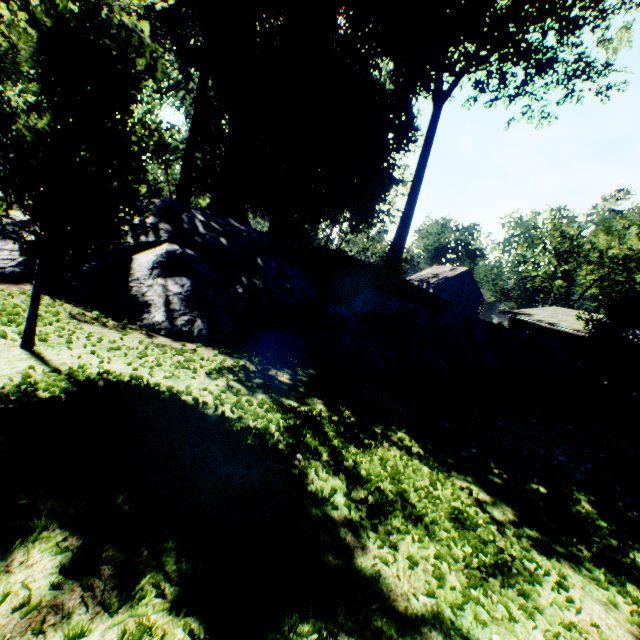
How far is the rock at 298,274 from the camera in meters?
7.2 m

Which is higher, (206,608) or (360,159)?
(360,159)

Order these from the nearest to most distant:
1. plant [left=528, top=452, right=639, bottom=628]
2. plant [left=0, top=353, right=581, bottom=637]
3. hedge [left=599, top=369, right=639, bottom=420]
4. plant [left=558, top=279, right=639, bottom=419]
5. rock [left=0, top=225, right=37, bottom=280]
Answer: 1. plant [left=0, top=353, right=581, bottom=637]
2. plant [left=528, top=452, right=639, bottom=628]
3. rock [left=0, top=225, right=37, bottom=280]
4. plant [left=558, top=279, right=639, bottom=419]
5. hedge [left=599, top=369, right=639, bottom=420]

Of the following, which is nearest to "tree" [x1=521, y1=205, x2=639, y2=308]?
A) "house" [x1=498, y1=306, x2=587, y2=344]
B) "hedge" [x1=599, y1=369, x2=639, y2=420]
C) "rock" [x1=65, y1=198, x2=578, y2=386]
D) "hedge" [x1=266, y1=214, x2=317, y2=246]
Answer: "house" [x1=498, y1=306, x2=587, y2=344]

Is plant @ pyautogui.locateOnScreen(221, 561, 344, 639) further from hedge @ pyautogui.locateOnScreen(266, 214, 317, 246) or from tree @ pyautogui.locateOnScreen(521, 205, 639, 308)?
tree @ pyautogui.locateOnScreen(521, 205, 639, 308)

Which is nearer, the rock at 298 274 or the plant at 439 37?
the plant at 439 37

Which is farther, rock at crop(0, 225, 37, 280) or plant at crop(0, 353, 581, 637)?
rock at crop(0, 225, 37, 280)
